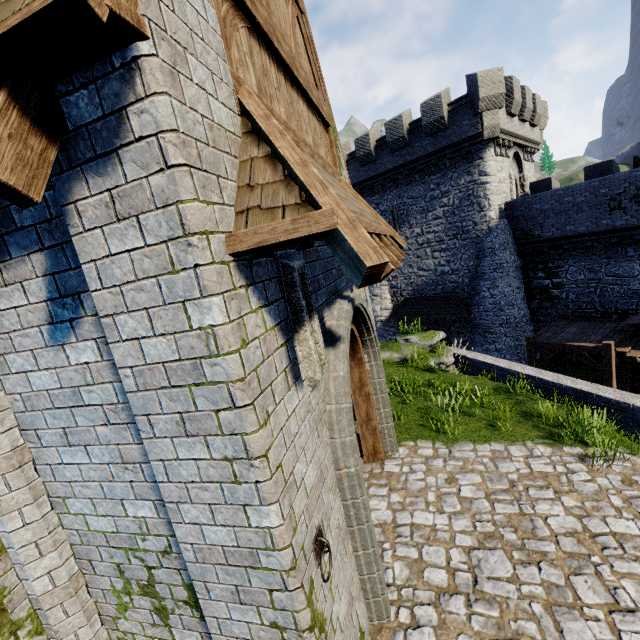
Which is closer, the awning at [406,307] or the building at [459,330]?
the awning at [406,307]

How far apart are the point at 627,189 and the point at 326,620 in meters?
20.8 m

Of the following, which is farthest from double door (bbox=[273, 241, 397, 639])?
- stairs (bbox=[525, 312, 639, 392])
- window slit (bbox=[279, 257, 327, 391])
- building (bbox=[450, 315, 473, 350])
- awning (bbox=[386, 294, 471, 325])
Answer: building (bbox=[450, 315, 473, 350])

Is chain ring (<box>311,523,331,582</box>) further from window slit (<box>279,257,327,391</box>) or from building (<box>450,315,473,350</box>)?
building (<box>450,315,473,350</box>)

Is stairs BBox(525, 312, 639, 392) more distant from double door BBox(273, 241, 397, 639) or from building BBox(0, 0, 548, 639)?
double door BBox(273, 241, 397, 639)

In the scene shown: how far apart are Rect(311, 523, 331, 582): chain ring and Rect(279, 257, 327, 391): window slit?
1.2 meters

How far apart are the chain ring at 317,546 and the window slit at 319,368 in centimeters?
121cm

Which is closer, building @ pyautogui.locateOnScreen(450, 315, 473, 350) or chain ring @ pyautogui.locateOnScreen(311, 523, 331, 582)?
→ chain ring @ pyautogui.locateOnScreen(311, 523, 331, 582)
